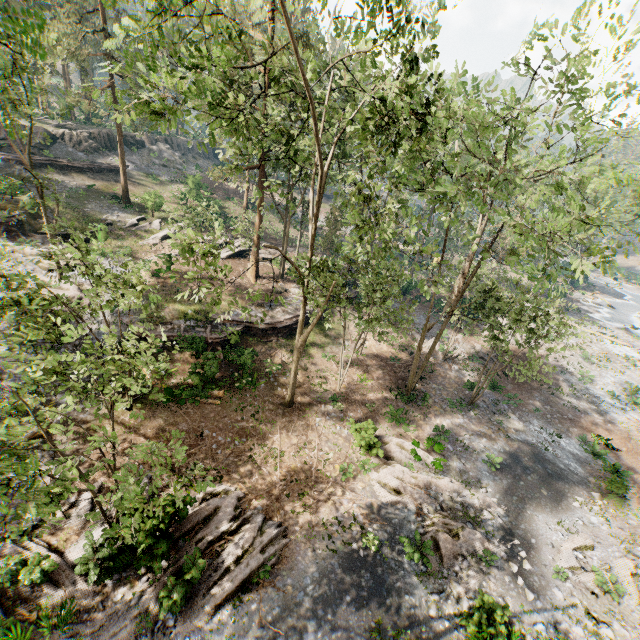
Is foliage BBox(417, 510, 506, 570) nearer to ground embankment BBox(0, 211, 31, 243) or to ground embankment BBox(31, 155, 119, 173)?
ground embankment BBox(0, 211, 31, 243)

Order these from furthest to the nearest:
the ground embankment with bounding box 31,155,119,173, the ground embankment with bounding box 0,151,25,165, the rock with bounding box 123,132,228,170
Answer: the rock with bounding box 123,132,228,170 → the ground embankment with bounding box 31,155,119,173 → the ground embankment with bounding box 0,151,25,165

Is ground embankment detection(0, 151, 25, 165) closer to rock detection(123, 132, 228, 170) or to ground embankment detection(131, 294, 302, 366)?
rock detection(123, 132, 228, 170)

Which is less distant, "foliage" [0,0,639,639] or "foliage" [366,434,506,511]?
"foliage" [0,0,639,639]

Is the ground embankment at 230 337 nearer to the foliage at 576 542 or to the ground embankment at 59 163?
the foliage at 576 542

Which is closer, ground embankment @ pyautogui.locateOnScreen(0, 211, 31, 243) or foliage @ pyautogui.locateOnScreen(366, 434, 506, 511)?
foliage @ pyautogui.locateOnScreen(366, 434, 506, 511)

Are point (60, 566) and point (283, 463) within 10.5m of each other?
yes

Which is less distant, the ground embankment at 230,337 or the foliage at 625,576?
the foliage at 625,576
